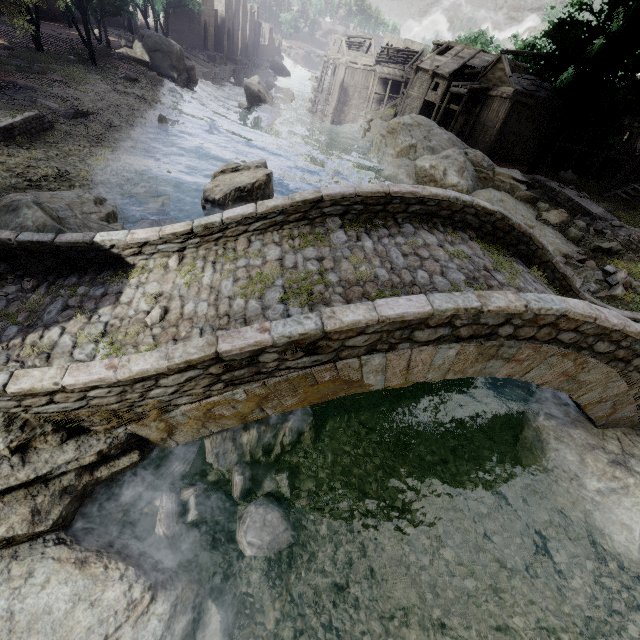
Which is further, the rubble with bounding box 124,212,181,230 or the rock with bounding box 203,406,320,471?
the rubble with bounding box 124,212,181,230

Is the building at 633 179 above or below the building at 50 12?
above

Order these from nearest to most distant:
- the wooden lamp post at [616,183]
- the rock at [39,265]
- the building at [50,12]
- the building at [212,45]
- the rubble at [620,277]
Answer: the rock at [39,265], the rubble at [620,277], the wooden lamp post at [616,183], the building at [50,12], the building at [212,45]

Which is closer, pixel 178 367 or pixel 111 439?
pixel 178 367

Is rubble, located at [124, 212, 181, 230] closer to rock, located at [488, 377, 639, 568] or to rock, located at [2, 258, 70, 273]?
rock, located at [2, 258, 70, 273]

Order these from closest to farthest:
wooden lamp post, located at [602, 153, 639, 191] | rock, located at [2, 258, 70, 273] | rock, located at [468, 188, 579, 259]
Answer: rock, located at [2, 258, 70, 273]
rock, located at [468, 188, 579, 259]
wooden lamp post, located at [602, 153, 639, 191]

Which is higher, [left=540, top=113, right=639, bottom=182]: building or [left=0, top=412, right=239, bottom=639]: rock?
[left=540, top=113, right=639, bottom=182]: building

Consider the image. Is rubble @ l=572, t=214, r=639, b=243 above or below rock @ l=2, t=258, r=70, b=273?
A: above
